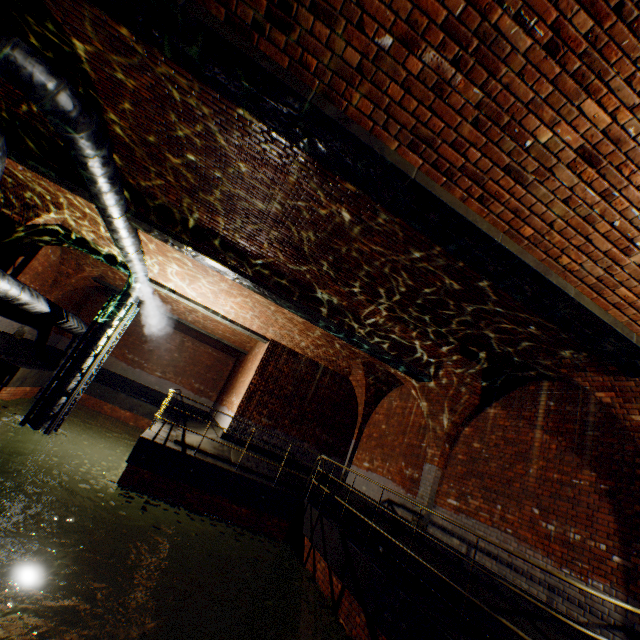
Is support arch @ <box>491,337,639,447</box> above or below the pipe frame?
above

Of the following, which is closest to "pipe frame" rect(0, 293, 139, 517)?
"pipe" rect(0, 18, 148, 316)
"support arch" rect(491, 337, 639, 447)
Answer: "pipe" rect(0, 18, 148, 316)

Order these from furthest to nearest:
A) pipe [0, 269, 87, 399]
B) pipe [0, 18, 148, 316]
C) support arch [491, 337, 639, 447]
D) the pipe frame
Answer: A:
1. the pipe frame
2. pipe [0, 269, 87, 399]
3. support arch [491, 337, 639, 447]
4. pipe [0, 18, 148, 316]

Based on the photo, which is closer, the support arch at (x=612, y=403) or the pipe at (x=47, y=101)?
the pipe at (x=47, y=101)

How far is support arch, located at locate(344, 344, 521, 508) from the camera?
7.89m

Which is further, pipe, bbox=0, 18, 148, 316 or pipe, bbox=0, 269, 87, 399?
pipe, bbox=0, 269, 87, 399

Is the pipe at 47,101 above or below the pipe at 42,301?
above

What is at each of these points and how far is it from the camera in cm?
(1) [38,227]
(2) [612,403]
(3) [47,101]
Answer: (1) support arch, 1027
(2) support arch, 530
(3) pipe, 421
